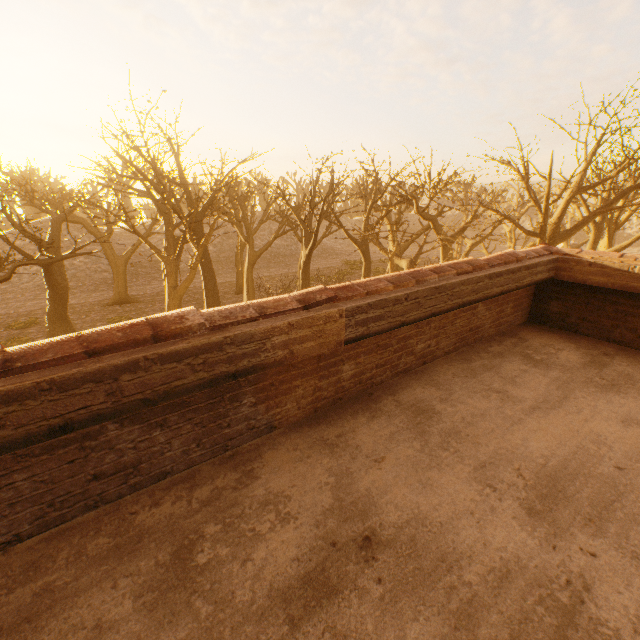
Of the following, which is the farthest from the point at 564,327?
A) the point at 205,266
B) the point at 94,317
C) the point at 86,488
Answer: the point at 94,317
